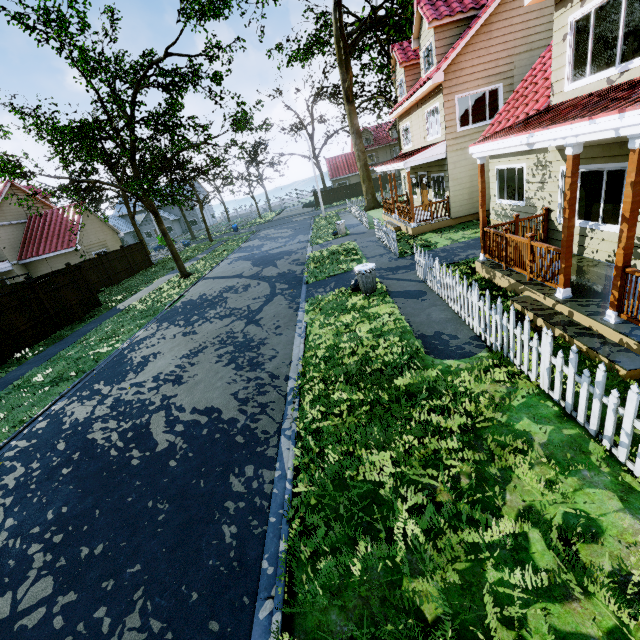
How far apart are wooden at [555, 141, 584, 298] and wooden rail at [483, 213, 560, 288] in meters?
1.0

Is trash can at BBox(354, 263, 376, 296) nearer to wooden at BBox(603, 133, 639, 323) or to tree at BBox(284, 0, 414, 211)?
wooden at BBox(603, 133, 639, 323)

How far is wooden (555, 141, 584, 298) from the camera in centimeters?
535cm

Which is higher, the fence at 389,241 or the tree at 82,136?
the tree at 82,136

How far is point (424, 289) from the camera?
9.66m

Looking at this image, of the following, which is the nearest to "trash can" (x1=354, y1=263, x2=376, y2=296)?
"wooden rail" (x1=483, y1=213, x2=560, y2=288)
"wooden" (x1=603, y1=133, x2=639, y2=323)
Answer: "wooden rail" (x1=483, y1=213, x2=560, y2=288)

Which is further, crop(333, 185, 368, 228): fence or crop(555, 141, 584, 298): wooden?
crop(333, 185, 368, 228): fence

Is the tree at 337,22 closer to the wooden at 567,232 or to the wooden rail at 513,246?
the wooden at 567,232
